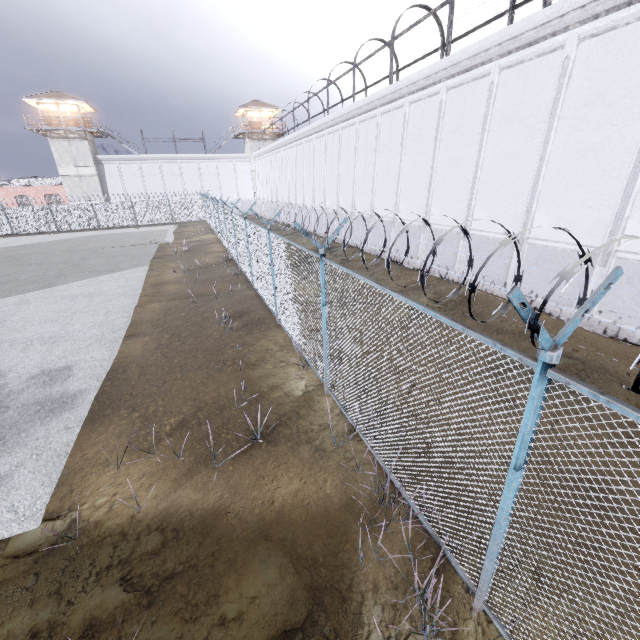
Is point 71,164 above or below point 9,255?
above

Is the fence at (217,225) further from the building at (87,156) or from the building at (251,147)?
the building at (251,147)

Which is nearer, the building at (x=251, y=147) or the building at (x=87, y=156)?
the building at (x=87, y=156)

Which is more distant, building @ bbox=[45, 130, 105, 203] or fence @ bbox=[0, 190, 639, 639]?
building @ bbox=[45, 130, 105, 203]

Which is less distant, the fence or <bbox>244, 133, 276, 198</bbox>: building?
the fence

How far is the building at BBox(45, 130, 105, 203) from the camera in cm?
3881

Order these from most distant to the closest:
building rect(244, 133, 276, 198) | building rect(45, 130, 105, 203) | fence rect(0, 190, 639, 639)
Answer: building rect(244, 133, 276, 198), building rect(45, 130, 105, 203), fence rect(0, 190, 639, 639)

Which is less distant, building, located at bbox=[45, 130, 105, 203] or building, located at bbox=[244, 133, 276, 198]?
building, located at bbox=[45, 130, 105, 203]
